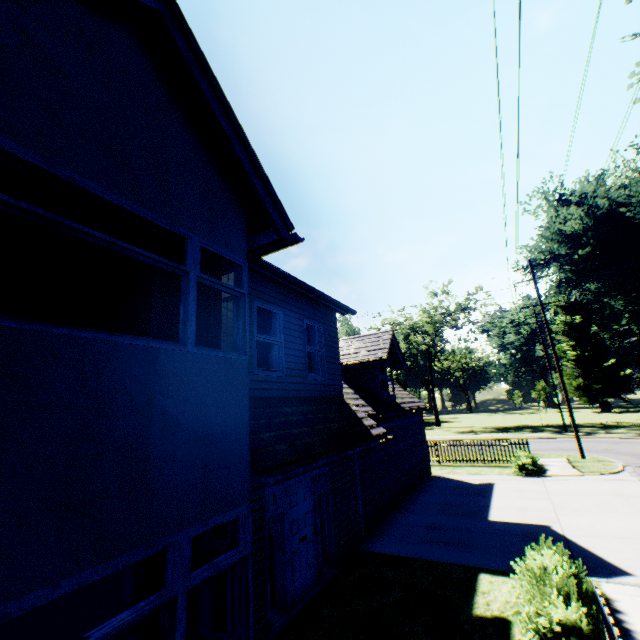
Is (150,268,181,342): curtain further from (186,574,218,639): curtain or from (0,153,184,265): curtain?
(186,574,218,639): curtain

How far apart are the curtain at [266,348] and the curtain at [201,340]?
1.65m

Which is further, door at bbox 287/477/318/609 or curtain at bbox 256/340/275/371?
curtain at bbox 256/340/275/371

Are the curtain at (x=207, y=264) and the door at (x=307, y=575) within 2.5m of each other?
no

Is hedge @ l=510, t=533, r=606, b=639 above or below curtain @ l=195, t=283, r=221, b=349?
below

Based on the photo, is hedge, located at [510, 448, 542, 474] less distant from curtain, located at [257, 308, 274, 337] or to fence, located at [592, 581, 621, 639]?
fence, located at [592, 581, 621, 639]

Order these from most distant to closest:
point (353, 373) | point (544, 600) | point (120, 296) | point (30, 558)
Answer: point (353, 373), point (120, 296), point (544, 600), point (30, 558)

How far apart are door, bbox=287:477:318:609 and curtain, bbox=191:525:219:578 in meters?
2.6
